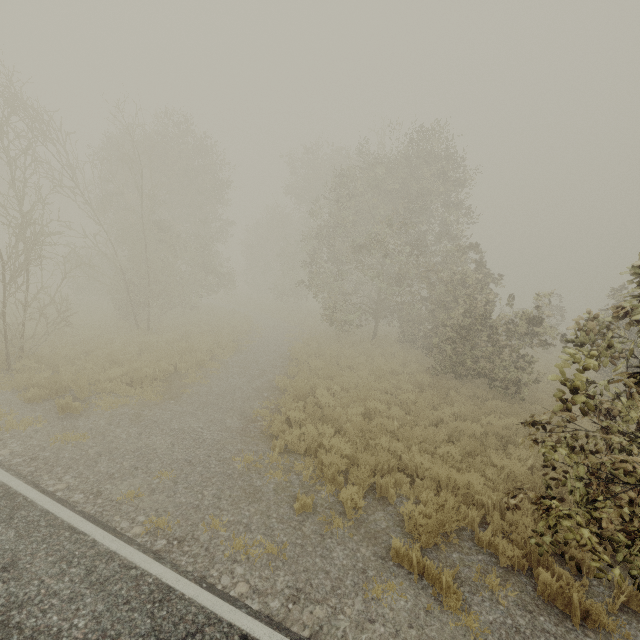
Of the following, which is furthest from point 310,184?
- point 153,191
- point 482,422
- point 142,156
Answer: point 482,422
